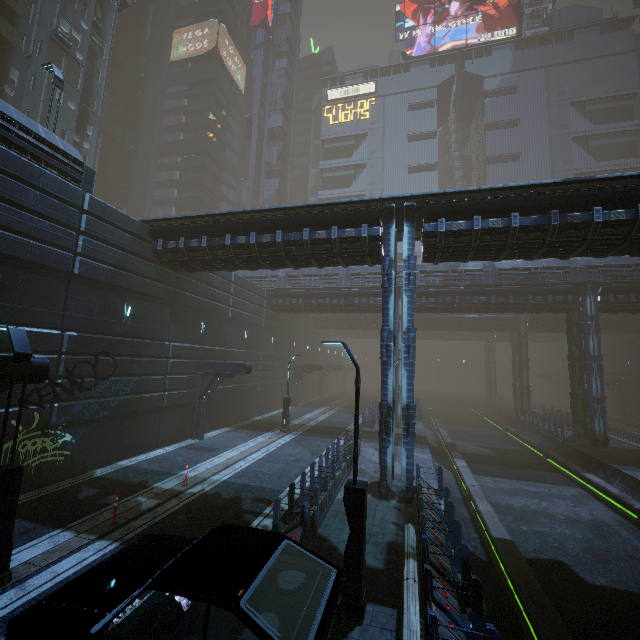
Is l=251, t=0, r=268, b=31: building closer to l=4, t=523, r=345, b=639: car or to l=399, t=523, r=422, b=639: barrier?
l=399, t=523, r=422, b=639: barrier

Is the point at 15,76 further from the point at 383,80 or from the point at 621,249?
the point at 383,80

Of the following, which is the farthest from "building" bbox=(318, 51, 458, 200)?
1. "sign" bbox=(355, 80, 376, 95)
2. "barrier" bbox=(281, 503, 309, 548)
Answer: "barrier" bbox=(281, 503, 309, 548)

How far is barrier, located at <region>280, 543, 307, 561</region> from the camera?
7.9 meters

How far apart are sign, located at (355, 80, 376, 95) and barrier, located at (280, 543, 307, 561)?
69.5m

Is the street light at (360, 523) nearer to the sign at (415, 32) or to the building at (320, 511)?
the building at (320, 511)

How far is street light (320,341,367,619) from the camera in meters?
6.6 m

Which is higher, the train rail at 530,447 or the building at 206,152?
the building at 206,152
